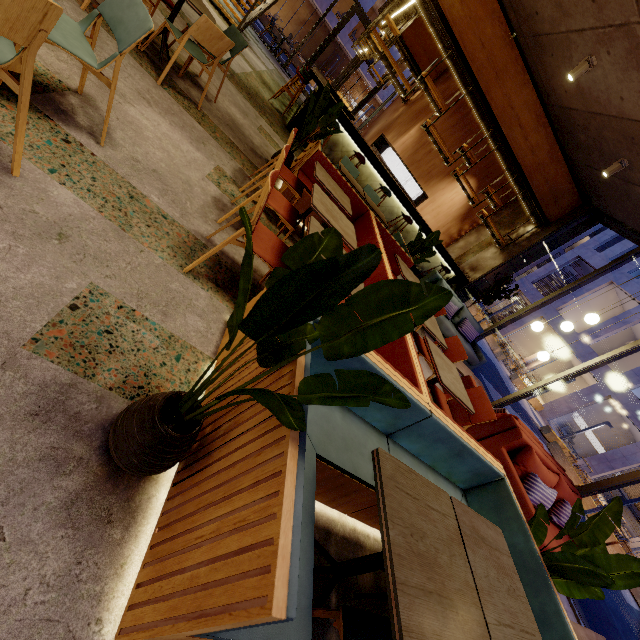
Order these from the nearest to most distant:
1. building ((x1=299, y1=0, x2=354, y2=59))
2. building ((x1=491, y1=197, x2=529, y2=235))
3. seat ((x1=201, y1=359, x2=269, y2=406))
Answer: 1. seat ((x1=201, y1=359, x2=269, y2=406))
2. building ((x1=491, y1=197, x2=529, y2=235))
3. building ((x1=299, y1=0, x2=354, y2=59))

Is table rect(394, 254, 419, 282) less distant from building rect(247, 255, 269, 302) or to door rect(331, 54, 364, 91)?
building rect(247, 255, 269, 302)

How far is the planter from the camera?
11.9 meters

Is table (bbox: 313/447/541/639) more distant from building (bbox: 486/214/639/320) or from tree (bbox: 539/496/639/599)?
building (bbox: 486/214/639/320)

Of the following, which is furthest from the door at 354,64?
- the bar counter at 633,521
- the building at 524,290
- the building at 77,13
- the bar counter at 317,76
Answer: the bar counter at 633,521

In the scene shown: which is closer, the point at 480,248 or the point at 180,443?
the point at 180,443

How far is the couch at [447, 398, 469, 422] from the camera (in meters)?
4.65

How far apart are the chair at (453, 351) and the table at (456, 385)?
0.48m
